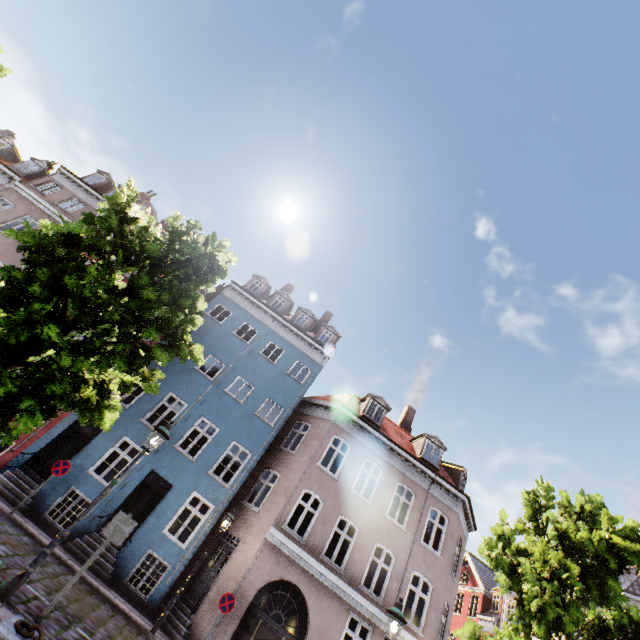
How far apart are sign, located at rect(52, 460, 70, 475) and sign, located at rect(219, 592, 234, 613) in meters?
7.0 m

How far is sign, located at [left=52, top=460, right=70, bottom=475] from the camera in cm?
1135

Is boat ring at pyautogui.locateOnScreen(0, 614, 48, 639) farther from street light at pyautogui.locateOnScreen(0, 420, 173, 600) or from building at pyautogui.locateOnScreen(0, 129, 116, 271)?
building at pyautogui.locateOnScreen(0, 129, 116, 271)

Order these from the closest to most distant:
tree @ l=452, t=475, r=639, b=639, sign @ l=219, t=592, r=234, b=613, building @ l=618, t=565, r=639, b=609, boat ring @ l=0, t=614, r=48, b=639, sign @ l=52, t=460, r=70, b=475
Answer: boat ring @ l=0, t=614, r=48, b=639 → tree @ l=452, t=475, r=639, b=639 → sign @ l=219, t=592, r=234, b=613 → sign @ l=52, t=460, r=70, b=475 → building @ l=618, t=565, r=639, b=609

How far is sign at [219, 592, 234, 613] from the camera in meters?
10.8

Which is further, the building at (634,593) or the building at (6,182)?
the building at (634,593)

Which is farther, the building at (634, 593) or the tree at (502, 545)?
the building at (634, 593)

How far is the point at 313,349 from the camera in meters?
20.2
